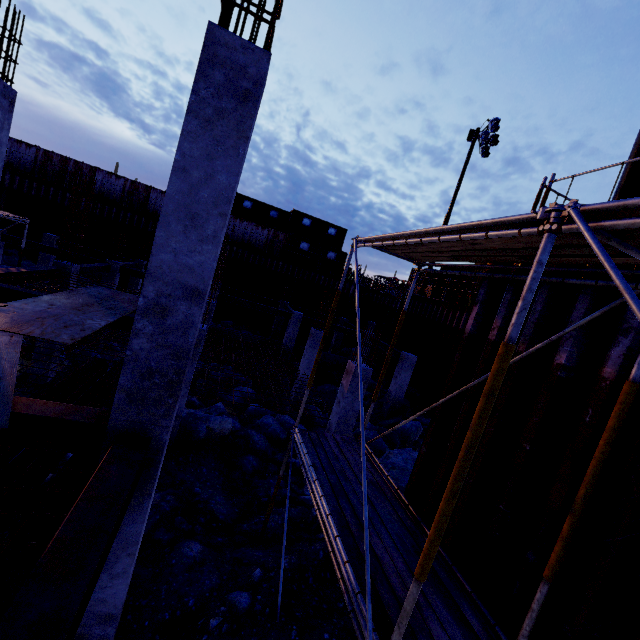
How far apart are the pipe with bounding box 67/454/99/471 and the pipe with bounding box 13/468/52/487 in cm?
14

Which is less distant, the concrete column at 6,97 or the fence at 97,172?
the concrete column at 6,97

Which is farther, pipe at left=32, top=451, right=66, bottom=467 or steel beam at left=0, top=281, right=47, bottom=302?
steel beam at left=0, top=281, right=47, bottom=302

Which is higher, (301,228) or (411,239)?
(301,228)

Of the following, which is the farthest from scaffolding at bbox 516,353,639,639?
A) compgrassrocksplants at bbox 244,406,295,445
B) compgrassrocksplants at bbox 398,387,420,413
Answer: compgrassrocksplants at bbox 398,387,420,413

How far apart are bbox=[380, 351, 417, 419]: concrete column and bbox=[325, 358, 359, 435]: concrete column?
6.2m

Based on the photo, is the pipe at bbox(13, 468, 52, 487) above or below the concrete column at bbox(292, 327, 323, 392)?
below

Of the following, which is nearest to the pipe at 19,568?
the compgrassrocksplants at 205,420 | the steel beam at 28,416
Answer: the compgrassrocksplants at 205,420
